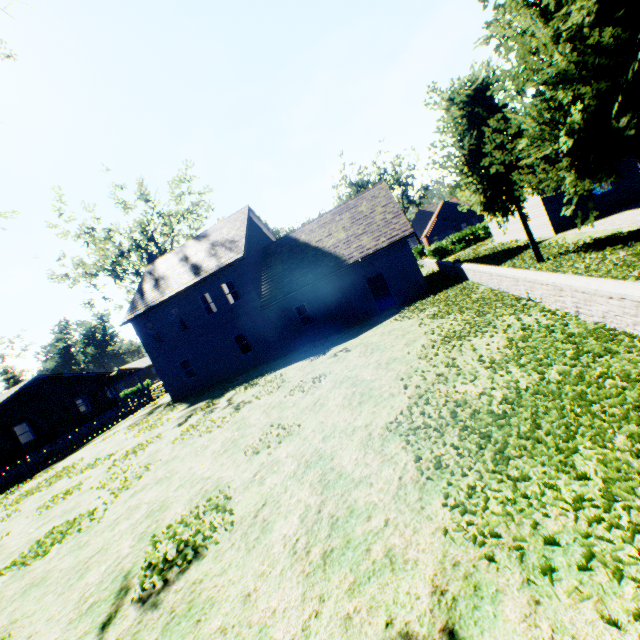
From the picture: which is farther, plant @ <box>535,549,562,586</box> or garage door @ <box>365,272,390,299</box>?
garage door @ <box>365,272,390,299</box>

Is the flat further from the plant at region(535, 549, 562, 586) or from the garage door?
the garage door

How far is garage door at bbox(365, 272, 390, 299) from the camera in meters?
26.7

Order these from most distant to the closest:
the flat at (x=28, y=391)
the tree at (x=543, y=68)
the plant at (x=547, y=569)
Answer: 1. the flat at (x=28, y=391)
2. the tree at (x=543, y=68)
3. the plant at (x=547, y=569)

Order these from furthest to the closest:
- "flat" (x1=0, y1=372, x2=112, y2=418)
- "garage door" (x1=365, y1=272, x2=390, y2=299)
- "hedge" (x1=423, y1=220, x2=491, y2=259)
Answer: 1. "hedge" (x1=423, y1=220, x2=491, y2=259)
2. "garage door" (x1=365, y1=272, x2=390, y2=299)
3. "flat" (x1=0, y1=372, x2=112, y2=418)

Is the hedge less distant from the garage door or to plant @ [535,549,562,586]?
the garage door

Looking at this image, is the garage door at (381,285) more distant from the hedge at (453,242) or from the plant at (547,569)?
the plant at (547,569)

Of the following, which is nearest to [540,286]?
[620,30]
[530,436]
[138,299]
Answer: [620,30]
